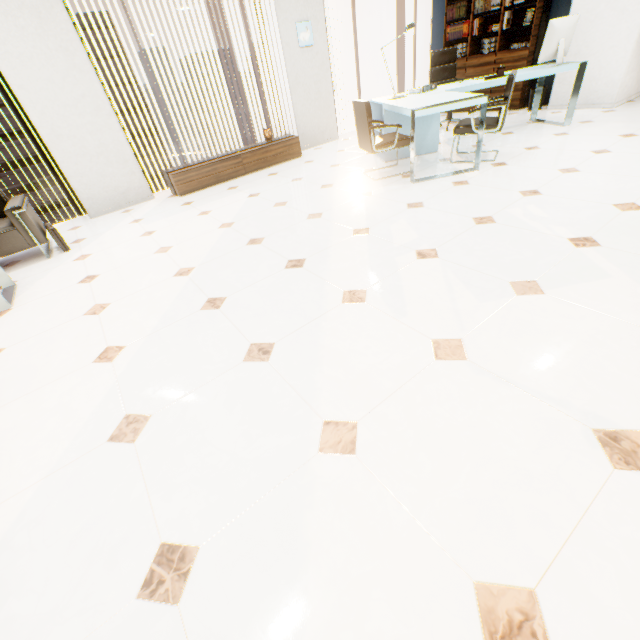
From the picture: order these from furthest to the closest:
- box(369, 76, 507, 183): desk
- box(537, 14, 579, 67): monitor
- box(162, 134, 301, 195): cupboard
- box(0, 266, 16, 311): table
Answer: box(162, 134, 301, 195): cupboard, box(537, 14, 579, 67): monitor, box(369, 76, 507, 183): desk, box(0, 266, 16, 311): table

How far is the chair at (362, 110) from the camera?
3.7m

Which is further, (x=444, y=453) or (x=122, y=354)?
(x=122, y=354)

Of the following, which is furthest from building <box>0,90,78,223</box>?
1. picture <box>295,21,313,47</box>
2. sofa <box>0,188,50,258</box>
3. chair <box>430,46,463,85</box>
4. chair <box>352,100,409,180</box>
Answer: chair <box>352,100,409,180</box>

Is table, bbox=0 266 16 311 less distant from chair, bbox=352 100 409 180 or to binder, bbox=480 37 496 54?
chair, bbox=352 100 409 180

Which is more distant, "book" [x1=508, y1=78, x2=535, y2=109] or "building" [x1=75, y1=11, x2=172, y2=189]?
"building" [x1=75, y1=11, x2=172, y2=189]

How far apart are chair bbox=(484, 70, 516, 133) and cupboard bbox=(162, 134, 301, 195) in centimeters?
287cm

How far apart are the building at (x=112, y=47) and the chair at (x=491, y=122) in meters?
60.0
